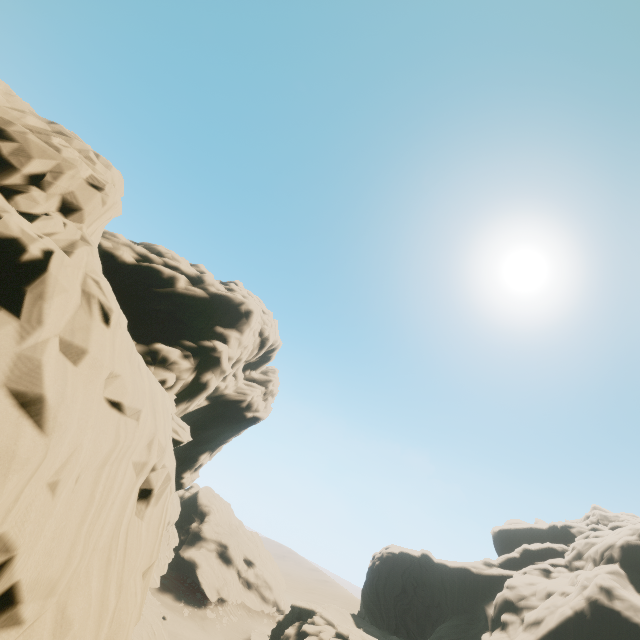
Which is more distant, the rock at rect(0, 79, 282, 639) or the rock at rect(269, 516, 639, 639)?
the rock at rect(269, 516, 639, 639)

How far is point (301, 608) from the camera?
46.7m

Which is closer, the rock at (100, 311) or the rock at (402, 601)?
the rock at (100, 311)
